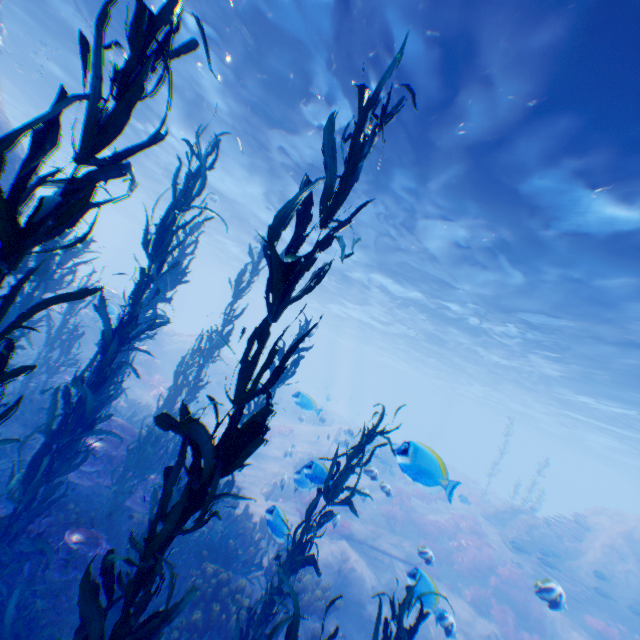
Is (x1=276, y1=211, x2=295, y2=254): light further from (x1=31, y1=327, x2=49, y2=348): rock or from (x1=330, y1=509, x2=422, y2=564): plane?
(x1=330, y1=509, x2=422, y2=564): plane

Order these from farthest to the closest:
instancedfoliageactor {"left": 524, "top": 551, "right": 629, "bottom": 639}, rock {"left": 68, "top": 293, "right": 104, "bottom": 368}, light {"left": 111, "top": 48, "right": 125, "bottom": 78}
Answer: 1. rock {"left": 68, "top": 293, "right": 104, "bottom": 368}
2. instancedfoliageactor {"left": 524, "top": 551, "right": 629, "bottom": 639}
3. light {"left": 111, "top": 48, "right": 125, "bottom": 78}

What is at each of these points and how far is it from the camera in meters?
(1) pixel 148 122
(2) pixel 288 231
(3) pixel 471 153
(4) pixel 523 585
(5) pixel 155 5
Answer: (1) light, 15.8 m
(2) light, 20.7 m
(3) light, 8.3 m
(4) instancedfoliageactor, 14.9 m
(5) light, 8.8 m

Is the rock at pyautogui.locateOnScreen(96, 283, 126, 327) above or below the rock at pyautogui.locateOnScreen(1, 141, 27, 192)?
below

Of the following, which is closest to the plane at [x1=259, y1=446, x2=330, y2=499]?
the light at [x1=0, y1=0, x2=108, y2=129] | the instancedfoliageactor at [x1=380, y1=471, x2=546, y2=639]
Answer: the instancedfoliageactor at [x1=380, y1=471, x2=546, y2=639]

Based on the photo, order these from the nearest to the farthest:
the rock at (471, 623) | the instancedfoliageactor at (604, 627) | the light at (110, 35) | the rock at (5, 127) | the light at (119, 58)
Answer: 1. the rock at (471, 623)
2. the rock at (5, 127)
3. the light at (110, 35)
4. the light at (119, 58)
5. the instancedfoliageactor at (604, 627)

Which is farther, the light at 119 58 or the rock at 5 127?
the light at 119 58
